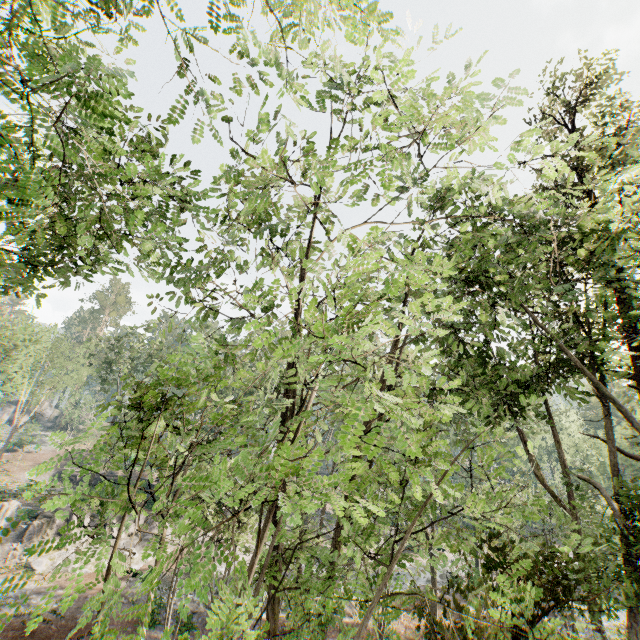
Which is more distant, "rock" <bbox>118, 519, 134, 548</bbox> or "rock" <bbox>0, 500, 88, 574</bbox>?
"rock" <bbox>118, 519, 134, 548</bbox>

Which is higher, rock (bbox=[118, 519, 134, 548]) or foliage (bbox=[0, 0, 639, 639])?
foliage (bbox=[0, 0, 639, 639])

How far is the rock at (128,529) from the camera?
27.16m

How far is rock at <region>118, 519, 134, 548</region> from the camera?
27.16m

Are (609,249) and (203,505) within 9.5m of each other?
no

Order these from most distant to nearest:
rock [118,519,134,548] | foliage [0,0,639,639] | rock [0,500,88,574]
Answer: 1. rock [118,519,134,548]
2. rock [0,500,88,574]
3. foliage [0,0,639,639]

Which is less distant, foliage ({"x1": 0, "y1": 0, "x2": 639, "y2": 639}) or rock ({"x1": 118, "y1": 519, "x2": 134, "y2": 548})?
foliage ({"x1": 0, "y1": 0, "x2": 639, "y2": 639})

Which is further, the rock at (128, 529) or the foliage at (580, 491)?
the rock at (128, 529)
